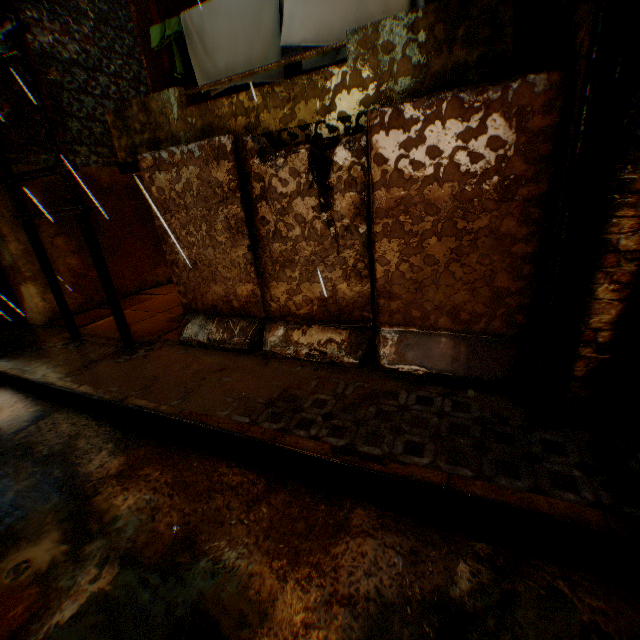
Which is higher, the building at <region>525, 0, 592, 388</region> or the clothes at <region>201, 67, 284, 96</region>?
the clothes at <region>201, 67, 284, 96</region>

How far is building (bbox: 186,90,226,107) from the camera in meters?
6.7 m

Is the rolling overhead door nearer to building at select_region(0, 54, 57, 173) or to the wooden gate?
building at select_region(0, 54, 57, 173)

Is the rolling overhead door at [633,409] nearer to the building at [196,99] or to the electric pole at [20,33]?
the building at [196,99]

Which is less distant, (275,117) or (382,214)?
(382,214)

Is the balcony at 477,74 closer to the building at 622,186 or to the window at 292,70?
the building at 622,186

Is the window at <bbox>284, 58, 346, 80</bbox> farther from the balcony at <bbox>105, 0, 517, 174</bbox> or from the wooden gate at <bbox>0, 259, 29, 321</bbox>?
the wooden gate at <bbox>0, 259, 29, 321</bbox>

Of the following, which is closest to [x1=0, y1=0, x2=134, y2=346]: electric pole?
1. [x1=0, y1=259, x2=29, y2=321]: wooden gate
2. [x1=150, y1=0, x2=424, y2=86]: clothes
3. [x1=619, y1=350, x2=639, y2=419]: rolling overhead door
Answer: [x1=150, y1=0, x2=424, y2=86]: clothes
